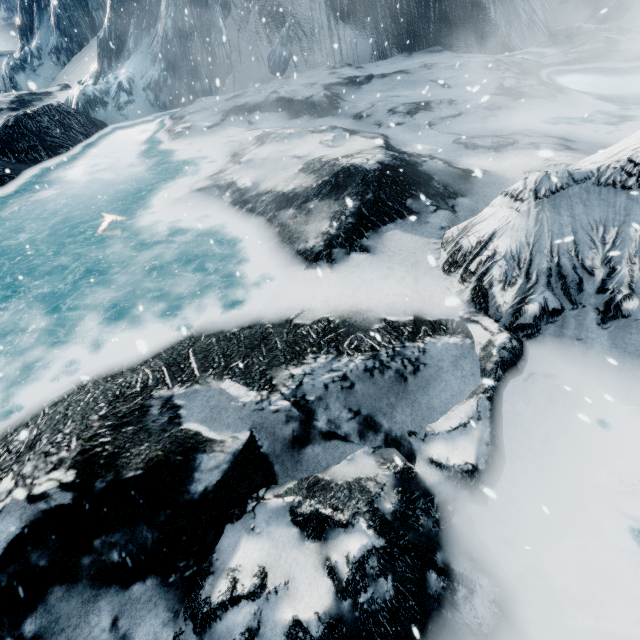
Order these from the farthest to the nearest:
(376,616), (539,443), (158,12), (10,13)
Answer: (10,13)
(158,12)
(539,443)
(376,616)
